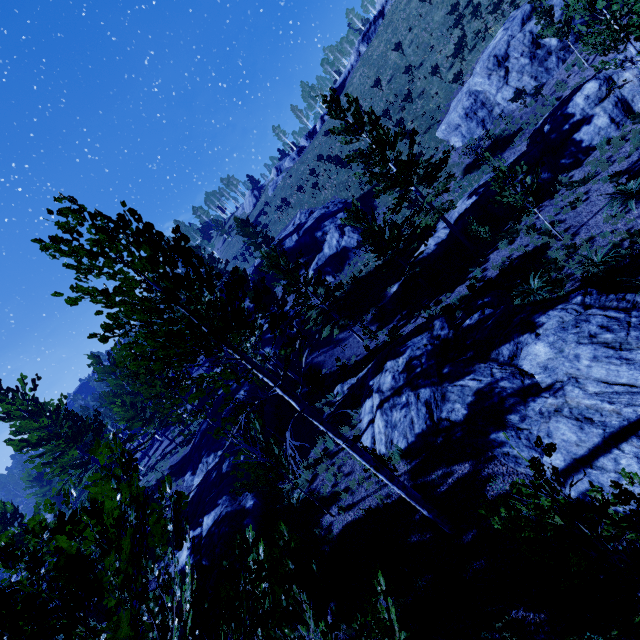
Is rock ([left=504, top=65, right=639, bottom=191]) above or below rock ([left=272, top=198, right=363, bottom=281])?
below

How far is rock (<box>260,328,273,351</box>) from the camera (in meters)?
31.78

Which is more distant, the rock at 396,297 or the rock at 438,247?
the rock at 396,297

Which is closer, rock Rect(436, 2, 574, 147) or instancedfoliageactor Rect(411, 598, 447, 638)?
instancedfoliageactor Rect(411, 598, 447, 638)

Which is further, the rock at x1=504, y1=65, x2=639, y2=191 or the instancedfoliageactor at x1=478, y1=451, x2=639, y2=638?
the rock at x1=504, y1=65, x2=639, y2=191

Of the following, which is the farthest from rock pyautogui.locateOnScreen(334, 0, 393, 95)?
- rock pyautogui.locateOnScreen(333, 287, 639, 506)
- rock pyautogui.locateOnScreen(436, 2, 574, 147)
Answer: rock pyautogui.locateOnScreen(333, 287, 639, 506)

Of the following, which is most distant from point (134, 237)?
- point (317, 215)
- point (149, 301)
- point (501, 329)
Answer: point (317, 215)

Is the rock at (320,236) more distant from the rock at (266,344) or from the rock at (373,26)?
the rock at (373,26)
